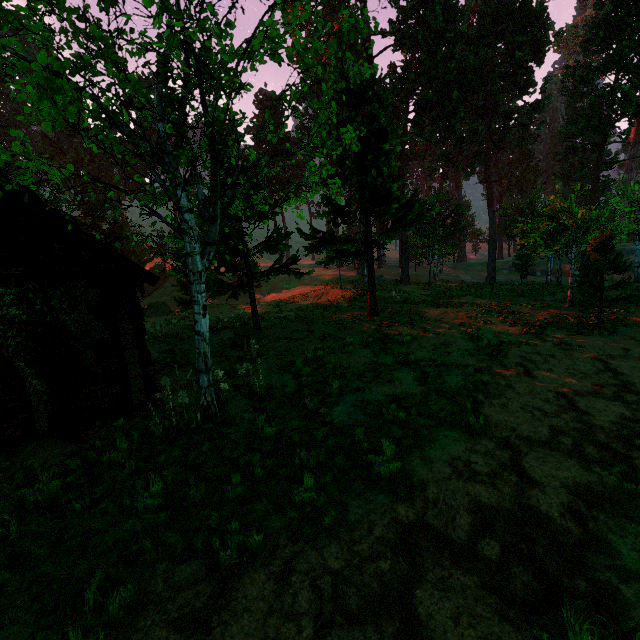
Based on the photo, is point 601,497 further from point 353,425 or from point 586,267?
point 586,267

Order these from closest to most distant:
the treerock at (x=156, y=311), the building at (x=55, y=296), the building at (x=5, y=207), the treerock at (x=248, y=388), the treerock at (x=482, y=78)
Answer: the treerock at (x=482, y=78) < the building at (x=5, y=207) < the building at (x=55, y=296) < the treerock at (x=248, y=388) < the treerock at (x=156, y=311)

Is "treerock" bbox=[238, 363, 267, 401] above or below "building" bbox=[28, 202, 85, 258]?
below

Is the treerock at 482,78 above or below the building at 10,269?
above

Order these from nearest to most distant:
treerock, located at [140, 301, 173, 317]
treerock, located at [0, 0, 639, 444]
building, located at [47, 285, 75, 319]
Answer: treerock, located at [0, 0, 639, 444], building, located at [47, 285, 75, 319], treerock, located at [140, 301, 173, 317]

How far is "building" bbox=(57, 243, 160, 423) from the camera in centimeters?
759cm
